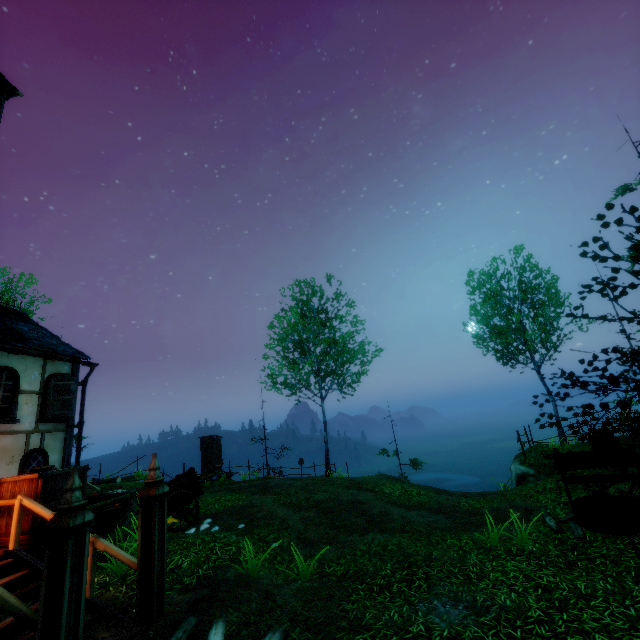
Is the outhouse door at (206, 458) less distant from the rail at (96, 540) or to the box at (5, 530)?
the box at (5, 530)

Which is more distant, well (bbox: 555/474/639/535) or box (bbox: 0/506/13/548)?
well (bbox: 555/474/639/535)

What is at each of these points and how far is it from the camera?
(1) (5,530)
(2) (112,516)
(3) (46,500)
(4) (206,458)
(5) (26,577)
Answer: (1) box, 6.0m
(2) barrel, 7.6m
(3) box, 6.2m
(4) outhouse door, 23.0m
(5) stairs, 5.3m

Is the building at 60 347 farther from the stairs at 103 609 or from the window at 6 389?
the stairs at 103 609

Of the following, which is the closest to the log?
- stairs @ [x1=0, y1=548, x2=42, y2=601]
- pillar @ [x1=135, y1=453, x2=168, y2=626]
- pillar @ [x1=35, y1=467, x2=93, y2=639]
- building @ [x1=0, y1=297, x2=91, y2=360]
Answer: pillar @ [x1=135, y1=453, x2=168, y2=626]

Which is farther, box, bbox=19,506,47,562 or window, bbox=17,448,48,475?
window, bbox=17,448,48,475

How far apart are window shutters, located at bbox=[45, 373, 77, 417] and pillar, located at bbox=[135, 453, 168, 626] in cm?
670

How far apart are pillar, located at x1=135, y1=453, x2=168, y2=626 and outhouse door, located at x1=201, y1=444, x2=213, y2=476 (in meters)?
18.98
